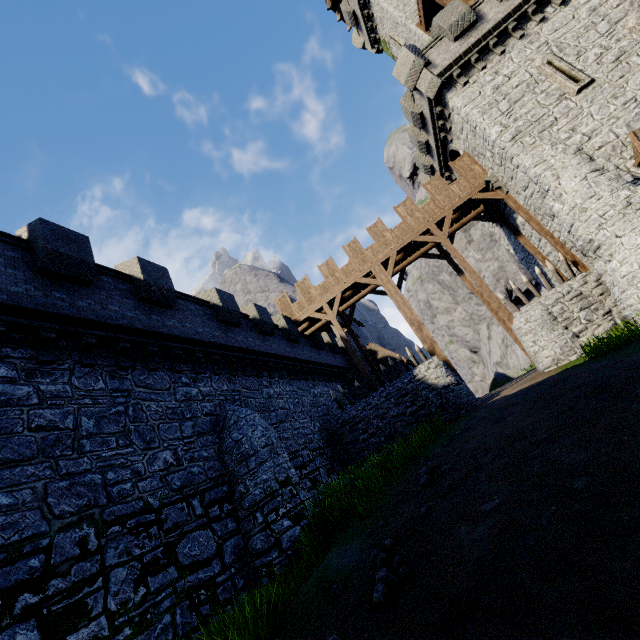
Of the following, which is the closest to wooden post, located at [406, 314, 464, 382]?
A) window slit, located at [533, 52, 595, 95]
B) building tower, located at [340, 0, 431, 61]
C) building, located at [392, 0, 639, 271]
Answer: building, located at [392, 0, 639, 271]

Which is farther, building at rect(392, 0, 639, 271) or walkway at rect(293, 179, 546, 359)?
walkway at rect(293, 179, 546, 359)

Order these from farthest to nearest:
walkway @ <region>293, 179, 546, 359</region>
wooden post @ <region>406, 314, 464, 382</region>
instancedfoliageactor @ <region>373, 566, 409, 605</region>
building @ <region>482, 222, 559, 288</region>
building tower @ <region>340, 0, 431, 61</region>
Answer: building tower @ <region>340, 0, 431, 61</region> → building @ <region>482, 222, 559, 288</region> → walkway @ <region>293, 179, 546, 359</region> → wooden post @ <region>406, 314, 464, 382</region> → instancedfoliageactor @ <region>373, 566, 409, 605</region>

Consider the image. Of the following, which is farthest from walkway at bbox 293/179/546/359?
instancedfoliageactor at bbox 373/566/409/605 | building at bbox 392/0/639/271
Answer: instancedfoliageactor at bbox 373/566/409/605

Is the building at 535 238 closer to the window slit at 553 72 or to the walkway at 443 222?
the window slit at 553 72

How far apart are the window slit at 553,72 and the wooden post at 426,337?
11.8m

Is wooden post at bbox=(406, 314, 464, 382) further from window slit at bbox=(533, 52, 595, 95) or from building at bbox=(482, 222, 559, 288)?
window slit at bbox=(533, 52, 595, 95)

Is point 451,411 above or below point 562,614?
above
